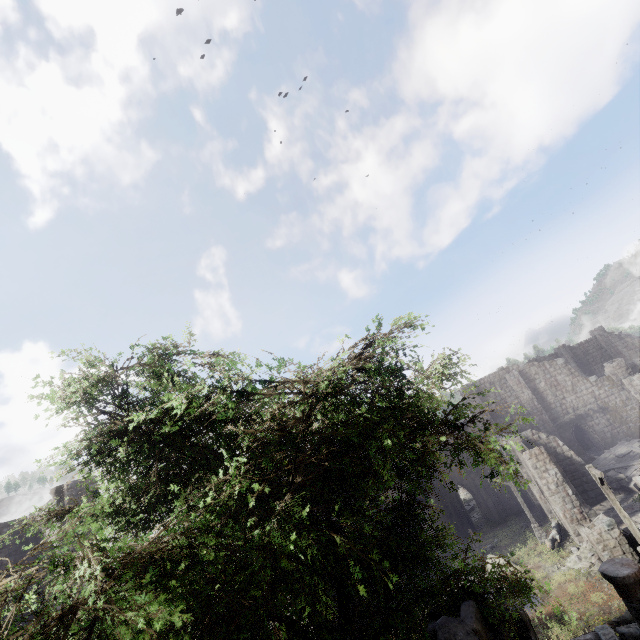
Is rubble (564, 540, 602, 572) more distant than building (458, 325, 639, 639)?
Yes

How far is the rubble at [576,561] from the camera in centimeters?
1673cm

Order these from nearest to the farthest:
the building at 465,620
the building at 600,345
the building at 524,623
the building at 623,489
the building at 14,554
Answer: the building at 465,620 < the building at 524,623 < the building at 600,345 < the building at 14,554 < the building at 623,489

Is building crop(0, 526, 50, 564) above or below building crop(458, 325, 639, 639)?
above

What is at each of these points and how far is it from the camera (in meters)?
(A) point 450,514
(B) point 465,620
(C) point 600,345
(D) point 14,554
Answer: (A) building, 33.78
(B) building, 4.77
(C) building, 42.28
(D) building, 16.06

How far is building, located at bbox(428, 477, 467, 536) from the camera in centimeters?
3288cm

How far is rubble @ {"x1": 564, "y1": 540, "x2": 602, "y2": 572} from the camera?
16.73m
